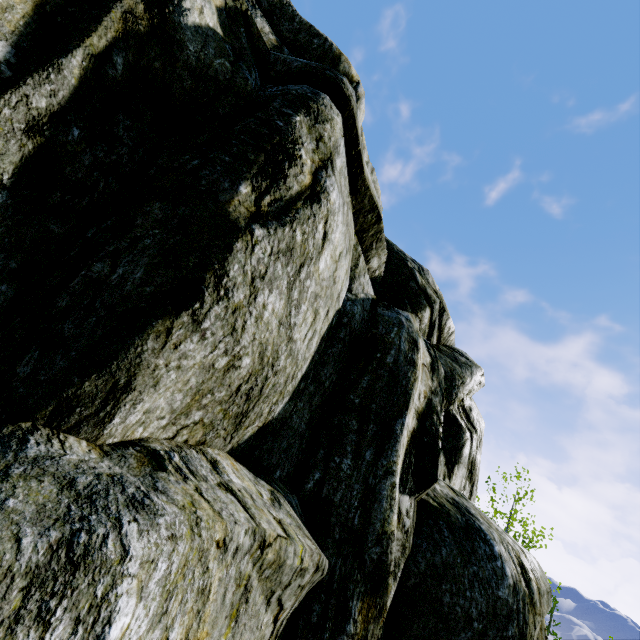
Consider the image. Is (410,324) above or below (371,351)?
above
